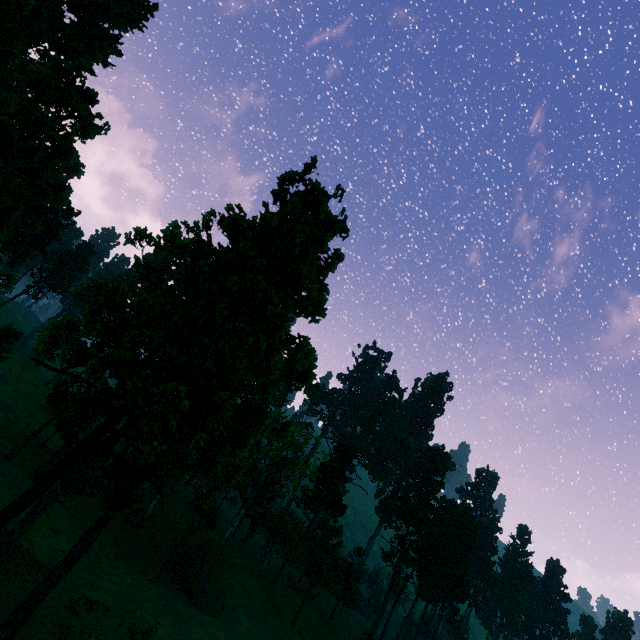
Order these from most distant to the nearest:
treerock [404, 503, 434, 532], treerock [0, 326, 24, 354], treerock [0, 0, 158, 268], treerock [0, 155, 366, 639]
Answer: treerock [404, 503, 434, 532], treerock [0, 326, 24, 354], treerock [0, 0, 158, 268], treerock [0, 155, 366, 639]

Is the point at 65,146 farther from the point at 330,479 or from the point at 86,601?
the point at 330,479

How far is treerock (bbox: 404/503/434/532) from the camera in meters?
56.5

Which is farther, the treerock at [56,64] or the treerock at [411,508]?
the treerock at [411,508]

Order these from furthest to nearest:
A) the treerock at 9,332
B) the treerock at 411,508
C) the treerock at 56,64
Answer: the treerock at 411,508 → the treerock at 9,332 → the treerock at 56,64

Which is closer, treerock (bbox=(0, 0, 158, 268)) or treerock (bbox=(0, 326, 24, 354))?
treerock (bbox=(0, 0, 158, 268))
